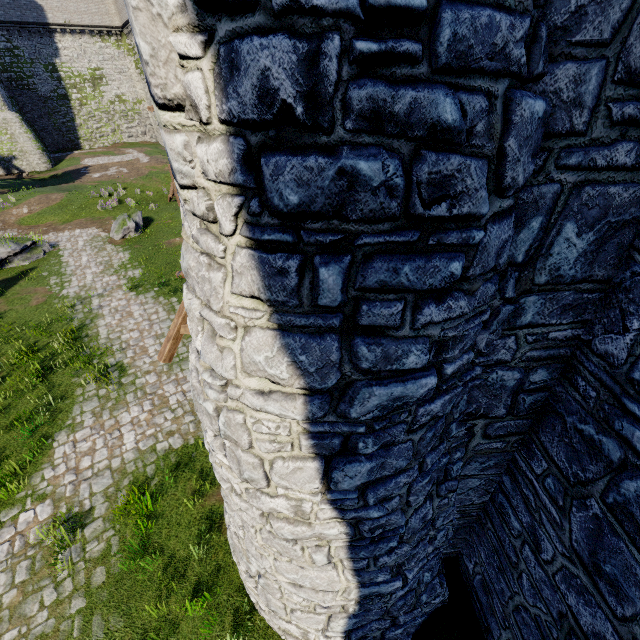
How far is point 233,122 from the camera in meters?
1.6 m

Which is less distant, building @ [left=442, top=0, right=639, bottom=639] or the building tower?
building @ [left=442, top=0, right=639, bottom=639]

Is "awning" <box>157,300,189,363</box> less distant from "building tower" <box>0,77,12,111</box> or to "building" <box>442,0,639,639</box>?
"building" <box>442,0,639,639</box>

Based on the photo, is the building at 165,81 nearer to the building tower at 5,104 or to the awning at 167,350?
the awning at 167,350

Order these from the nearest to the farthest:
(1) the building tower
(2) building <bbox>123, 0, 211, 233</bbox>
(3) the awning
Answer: (2) building <bbox>123, 0, 211, 233</bbox>, (3) the awning, (1) the building tower

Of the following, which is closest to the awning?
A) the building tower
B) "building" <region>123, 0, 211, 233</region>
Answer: "building" <region>123, 0, 211, 233</region>
